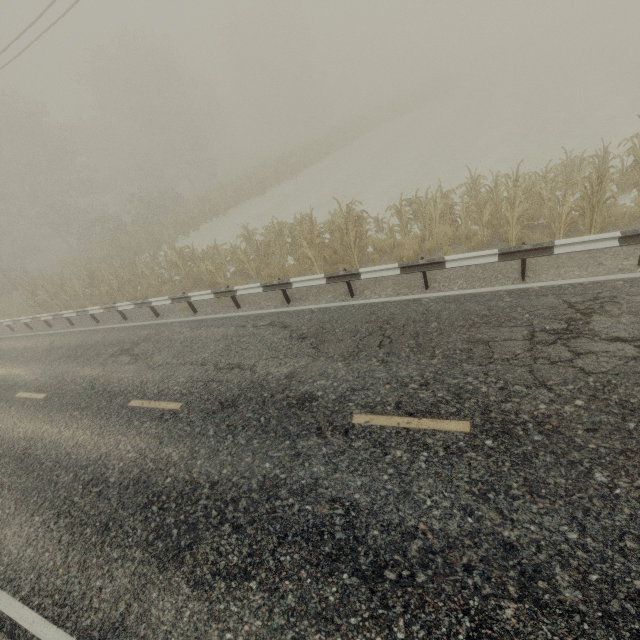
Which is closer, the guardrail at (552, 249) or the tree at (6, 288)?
the guardrail at (552, 249)

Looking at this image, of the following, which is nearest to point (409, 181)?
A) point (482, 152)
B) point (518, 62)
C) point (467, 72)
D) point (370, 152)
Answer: point (482, 152)

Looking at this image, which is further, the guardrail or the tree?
the tree
